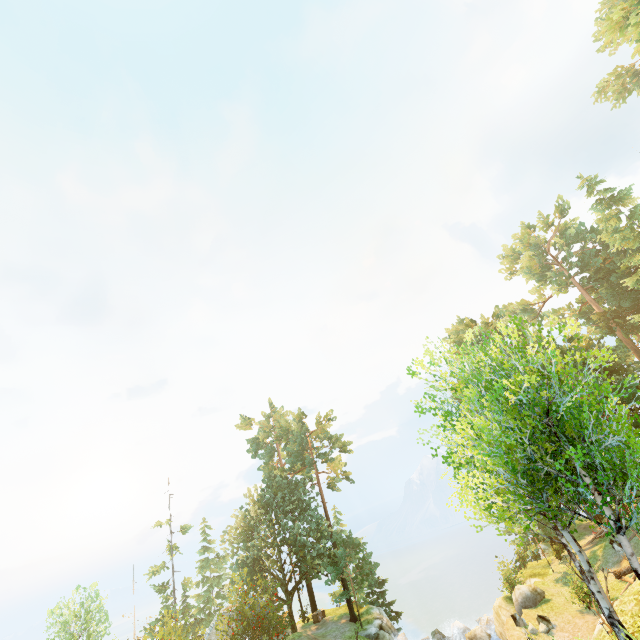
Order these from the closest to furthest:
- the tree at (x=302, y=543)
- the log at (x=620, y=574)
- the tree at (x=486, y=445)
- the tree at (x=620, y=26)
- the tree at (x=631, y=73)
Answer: the tree at (x=486, y=445) < the log at (x=620, y=574) < the tree at (x=620, y=26) < the tree at (x=302, y=543) < the tree at (x=631, y=73)

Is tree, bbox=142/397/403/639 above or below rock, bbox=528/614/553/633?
above

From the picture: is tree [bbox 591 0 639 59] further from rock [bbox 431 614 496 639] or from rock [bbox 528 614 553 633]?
rock [bbox 528 614 553 633]

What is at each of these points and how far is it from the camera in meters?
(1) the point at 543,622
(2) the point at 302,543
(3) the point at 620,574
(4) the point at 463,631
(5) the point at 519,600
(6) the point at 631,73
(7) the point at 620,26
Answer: (1) rock, 19.0 m
(2) tree, 35.8 m
(3) log, 20.2 m
(4) rock, 25.6 m
(5) rock, 21.8 m
(6) tree, 43.8 m
(7) tree, 21.8 m

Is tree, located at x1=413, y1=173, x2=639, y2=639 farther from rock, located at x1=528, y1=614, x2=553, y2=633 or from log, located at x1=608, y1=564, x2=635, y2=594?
rock, located at x1=528, y1=614, x2=553, y2=633

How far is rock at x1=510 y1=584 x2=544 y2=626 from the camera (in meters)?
19.58

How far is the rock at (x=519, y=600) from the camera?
19.58m
